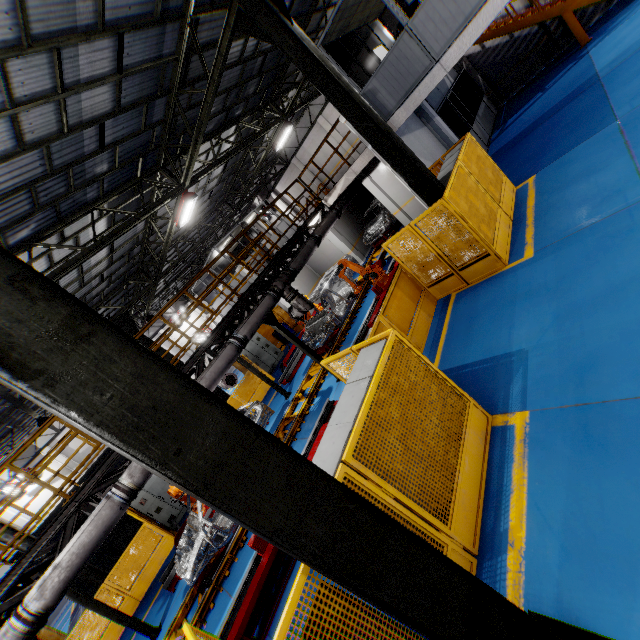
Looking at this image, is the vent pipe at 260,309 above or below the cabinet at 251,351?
above

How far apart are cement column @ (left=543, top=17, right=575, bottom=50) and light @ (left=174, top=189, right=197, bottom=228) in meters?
18.0

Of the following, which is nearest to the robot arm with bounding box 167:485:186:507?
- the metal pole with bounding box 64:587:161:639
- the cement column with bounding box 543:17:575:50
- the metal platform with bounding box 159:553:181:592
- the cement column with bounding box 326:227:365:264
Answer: the metal platform with bounding box 159:553:181:592

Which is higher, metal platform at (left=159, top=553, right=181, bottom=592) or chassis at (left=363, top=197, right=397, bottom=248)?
chassis at (left=363, top=197, right=397, bottom=248)

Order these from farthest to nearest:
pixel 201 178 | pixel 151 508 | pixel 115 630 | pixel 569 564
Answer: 1. pixel 151 508
2. pixel 201 178
3. pixel 115 630
4. pixel 569 564

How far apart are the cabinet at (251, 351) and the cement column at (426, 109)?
13.4 meters

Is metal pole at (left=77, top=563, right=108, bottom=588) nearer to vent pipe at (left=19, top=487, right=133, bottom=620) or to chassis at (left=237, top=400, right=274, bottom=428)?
chassis at (left=237, top=400, right=274, bottom=428)

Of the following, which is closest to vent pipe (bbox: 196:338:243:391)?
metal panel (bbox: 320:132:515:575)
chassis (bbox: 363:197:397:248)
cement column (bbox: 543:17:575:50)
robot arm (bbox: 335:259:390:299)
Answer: robot arm (bbox: 335:259:390:299)
